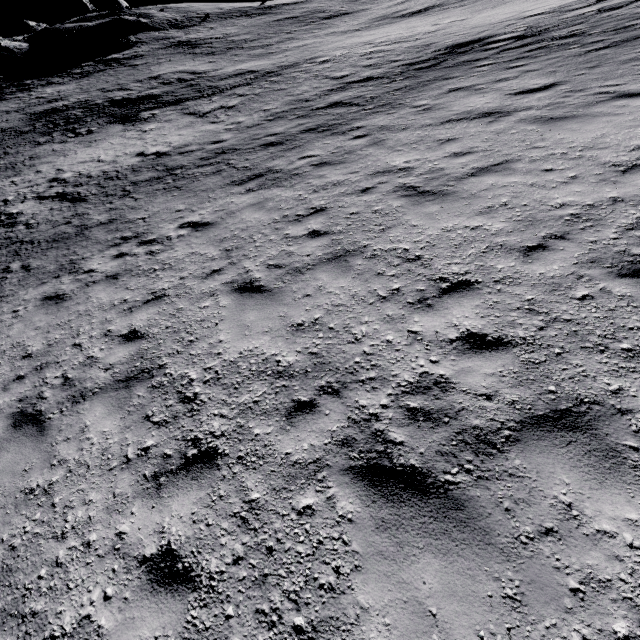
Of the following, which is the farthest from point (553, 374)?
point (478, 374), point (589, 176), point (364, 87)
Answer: point (364, 87)
